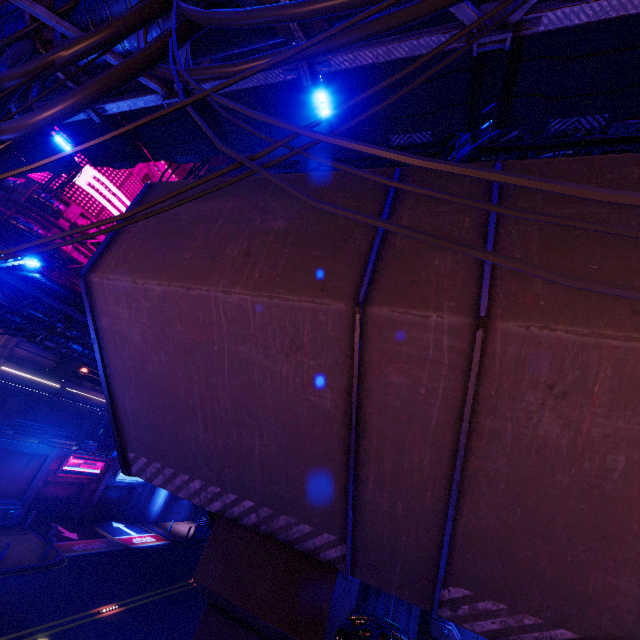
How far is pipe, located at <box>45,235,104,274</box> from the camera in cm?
2416

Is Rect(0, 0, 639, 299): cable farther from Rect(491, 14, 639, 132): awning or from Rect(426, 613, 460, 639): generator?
Rect(426, 613, 460, 639): generator

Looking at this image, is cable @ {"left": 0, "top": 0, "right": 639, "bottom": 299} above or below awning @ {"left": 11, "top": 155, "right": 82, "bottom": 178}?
below

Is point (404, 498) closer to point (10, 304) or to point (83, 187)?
point (10, 304)

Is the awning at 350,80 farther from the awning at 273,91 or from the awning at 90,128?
the awning at 90,128

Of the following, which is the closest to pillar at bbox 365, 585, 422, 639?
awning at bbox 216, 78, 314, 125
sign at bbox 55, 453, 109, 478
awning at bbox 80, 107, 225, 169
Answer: sign at bbox 55, 453, 109, 478

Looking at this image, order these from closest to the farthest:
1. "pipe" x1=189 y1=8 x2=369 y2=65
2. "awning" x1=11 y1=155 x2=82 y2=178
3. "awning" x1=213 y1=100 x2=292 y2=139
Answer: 1. "pipe" x1=189 y1=8 x2=369 y2=65
2. "awning" x1=213 y1=100 x2=292 y2=139
3. "awning" x1=11 y1=155 x2=82 y2=178

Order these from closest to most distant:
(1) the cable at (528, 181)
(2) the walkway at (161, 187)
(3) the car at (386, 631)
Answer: (1) the cable at (528, 181) < (2) the walkway at (161, 187) < (3) the car at (386, 631)
